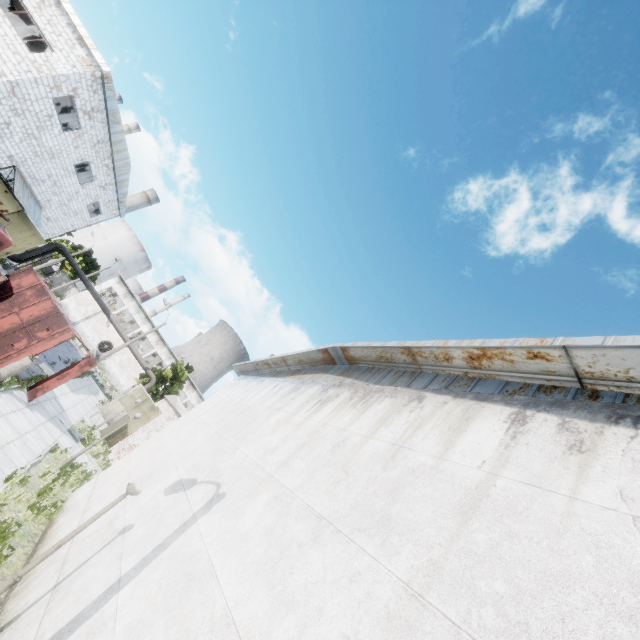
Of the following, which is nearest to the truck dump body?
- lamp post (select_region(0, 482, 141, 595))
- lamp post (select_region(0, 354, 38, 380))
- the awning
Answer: lamp post (select_region(0, 354, 38, 380))

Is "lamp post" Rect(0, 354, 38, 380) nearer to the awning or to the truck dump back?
the truck dump back

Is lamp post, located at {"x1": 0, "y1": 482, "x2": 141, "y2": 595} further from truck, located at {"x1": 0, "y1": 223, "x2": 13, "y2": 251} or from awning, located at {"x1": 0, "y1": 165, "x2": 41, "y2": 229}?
awning, located at {"x1": 0, "y1": 165, "x2": 41, "y2": 229}

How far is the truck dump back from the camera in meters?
15.2

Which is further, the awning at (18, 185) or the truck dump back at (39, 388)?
the awning at (18, 185)

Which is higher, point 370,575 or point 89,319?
point 370,575

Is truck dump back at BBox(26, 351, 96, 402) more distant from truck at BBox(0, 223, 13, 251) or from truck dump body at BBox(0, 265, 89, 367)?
truck at BBox(0, 223, 13, 251)

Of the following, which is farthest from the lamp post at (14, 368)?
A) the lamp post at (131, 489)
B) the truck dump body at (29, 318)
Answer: the lamp post at (131, 489)
